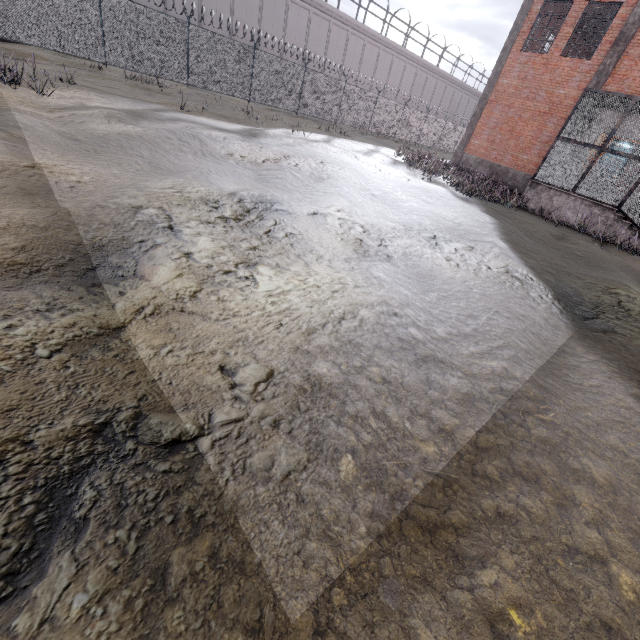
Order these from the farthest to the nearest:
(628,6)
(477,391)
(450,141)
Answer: (450,141) → (628,6) → (477,391)

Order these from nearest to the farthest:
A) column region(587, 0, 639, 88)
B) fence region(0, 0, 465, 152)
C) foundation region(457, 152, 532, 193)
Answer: column region(587, 0, 639, 88) < fence region(0, 0, 465, 152) < foundation region(457, 152, 532, 193)

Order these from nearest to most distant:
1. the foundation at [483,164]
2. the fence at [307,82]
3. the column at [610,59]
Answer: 1. the column at [610,59]
2. the fence at [307,82]
3. the foundation at [483,164]

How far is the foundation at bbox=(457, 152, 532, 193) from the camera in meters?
17.8

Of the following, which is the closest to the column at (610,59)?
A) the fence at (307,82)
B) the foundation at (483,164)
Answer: the foundation at (483,164)

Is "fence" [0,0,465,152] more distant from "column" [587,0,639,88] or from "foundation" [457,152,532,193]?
"column" [587,0,639,88]
